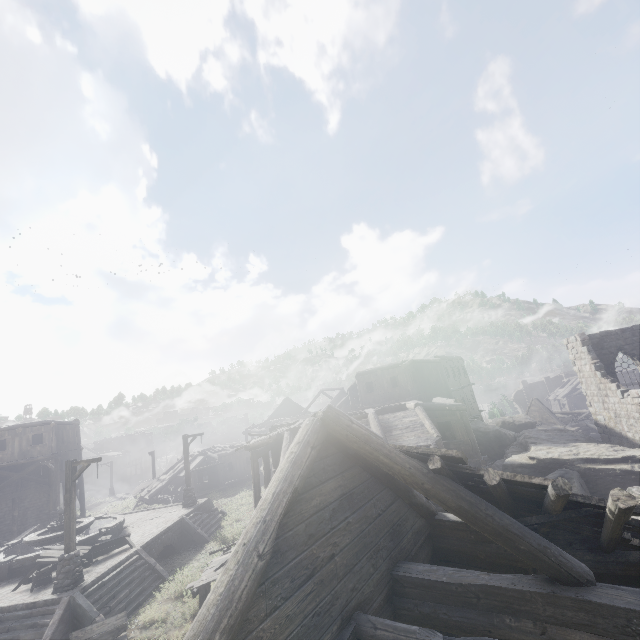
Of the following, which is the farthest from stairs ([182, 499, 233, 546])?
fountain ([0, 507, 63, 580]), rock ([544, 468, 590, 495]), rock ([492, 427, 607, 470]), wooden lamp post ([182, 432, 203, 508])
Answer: rock ([544, 468, 590, 495])

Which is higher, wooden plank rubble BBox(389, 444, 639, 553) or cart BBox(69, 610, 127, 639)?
wooden plank rubble BBox(389, 444, 639, 553)

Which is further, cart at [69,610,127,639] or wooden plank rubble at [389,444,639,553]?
cart at [69,610,127,639]

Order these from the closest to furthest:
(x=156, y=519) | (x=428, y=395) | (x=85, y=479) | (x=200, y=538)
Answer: (x=200, y=538) → (x=156, y=519) → (x=428, y=395) → (x=85, y=479)

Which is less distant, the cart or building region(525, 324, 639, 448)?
the cart

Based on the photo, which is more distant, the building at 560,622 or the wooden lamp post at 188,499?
the wooden lamp post at 188,499

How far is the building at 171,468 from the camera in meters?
33.5 m
